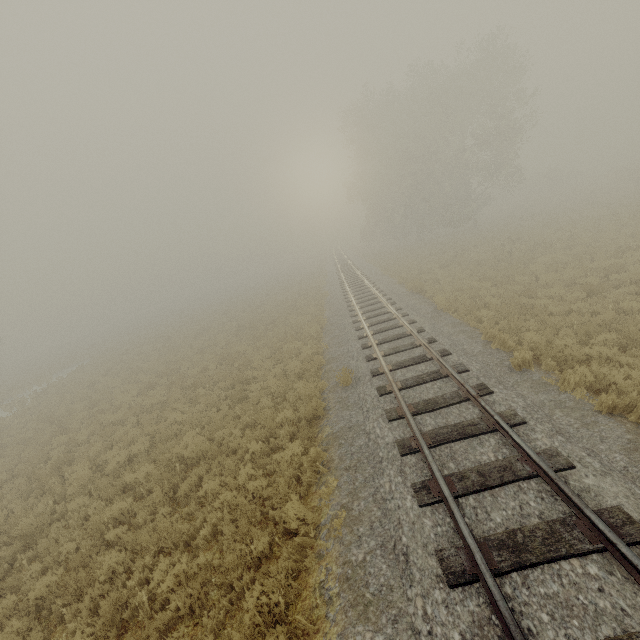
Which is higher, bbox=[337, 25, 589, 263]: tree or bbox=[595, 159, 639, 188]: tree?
bbox=[337, 25, 589, 263]: tree

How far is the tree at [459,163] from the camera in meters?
28.9 m

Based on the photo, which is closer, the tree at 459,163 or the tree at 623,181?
the tree at 459,163

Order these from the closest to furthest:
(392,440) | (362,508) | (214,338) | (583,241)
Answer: (362,508) → (392,440) → (583,241) → (214,338)

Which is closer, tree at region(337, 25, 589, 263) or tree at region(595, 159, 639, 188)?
tree at region(337, 25, 589, 263)

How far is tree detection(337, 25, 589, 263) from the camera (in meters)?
28.86
